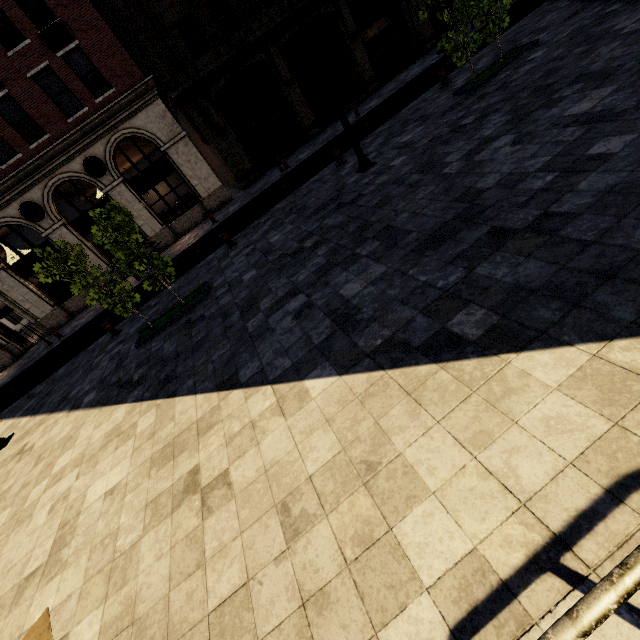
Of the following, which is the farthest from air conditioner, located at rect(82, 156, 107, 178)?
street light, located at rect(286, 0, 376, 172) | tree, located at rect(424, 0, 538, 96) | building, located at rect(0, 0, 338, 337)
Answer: street light, located at rect(286, 0, 376, 172)

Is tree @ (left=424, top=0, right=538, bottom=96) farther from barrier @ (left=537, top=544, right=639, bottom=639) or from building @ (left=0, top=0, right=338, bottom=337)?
building @ (left=0, top=0, right=338, bottom=337)

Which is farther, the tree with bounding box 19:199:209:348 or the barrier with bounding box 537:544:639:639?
the tree with bounding box 19:199:209:348

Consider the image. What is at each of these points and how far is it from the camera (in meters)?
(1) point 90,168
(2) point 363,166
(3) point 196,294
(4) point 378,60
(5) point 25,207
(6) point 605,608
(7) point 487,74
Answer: (1) air conditioner, 17.02
(2) street light, 9.53
(3) tree, 9.27
(4) building, 22.08
(5) air conditioner, 16.70
(6) barrier, 1.19
(7) tree, 9.79

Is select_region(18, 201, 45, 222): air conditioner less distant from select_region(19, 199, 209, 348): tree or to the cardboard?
select_region(19, 199, 209, 348): tree

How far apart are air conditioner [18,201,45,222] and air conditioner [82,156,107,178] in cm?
294

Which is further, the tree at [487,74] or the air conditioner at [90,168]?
the air conditioner at [90,168]

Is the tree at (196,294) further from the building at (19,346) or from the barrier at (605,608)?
the building at (19,346)
